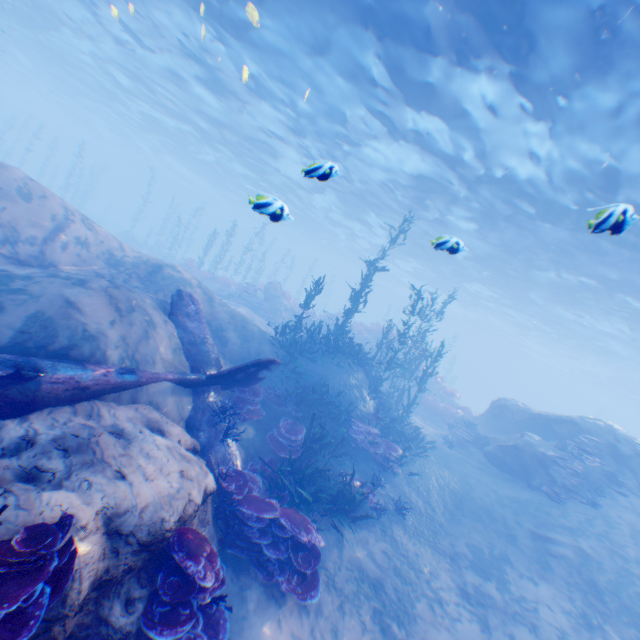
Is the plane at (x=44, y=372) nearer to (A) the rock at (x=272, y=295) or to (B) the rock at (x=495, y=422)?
(B) the rock at (x=495, y=422)

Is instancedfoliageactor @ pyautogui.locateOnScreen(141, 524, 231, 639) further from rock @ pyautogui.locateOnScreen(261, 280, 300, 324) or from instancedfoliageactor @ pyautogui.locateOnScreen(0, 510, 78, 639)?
rock @ pyautogui.locateOnScreen(261, 280, 300, 324)

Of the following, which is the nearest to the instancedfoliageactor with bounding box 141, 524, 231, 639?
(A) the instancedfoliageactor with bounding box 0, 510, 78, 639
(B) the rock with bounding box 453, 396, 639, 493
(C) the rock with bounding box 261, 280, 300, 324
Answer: (B) the rock with bounding box 453, 396, 639, 493

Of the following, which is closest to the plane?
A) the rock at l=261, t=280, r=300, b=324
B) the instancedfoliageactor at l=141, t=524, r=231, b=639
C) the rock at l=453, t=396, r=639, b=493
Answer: the rock at l=453, t=396, r=639, b=493

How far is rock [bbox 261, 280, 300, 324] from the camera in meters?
23.4

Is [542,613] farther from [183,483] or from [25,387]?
[25,387]

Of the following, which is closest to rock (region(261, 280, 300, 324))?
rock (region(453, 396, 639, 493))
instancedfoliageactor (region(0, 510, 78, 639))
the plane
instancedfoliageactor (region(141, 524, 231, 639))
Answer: rock (region(453, 396, 639, 493))

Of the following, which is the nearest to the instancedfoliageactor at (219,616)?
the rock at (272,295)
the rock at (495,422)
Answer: the rock at (495,422)
